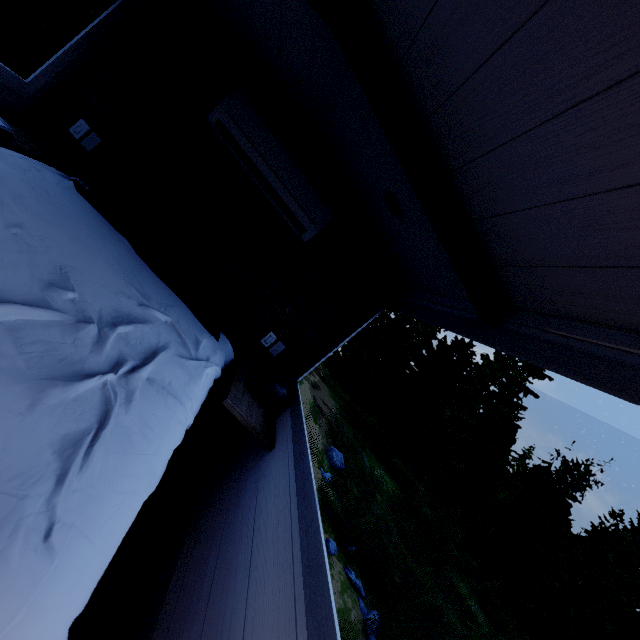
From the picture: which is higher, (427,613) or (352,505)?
(427,613)

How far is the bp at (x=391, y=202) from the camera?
1.87m

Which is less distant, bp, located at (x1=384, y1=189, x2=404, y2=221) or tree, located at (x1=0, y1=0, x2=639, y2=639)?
tree, located at (x1=0, y1=0, x2=639, y2=639)

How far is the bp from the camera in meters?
1.9

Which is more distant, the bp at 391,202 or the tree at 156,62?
the bp at 391,202
